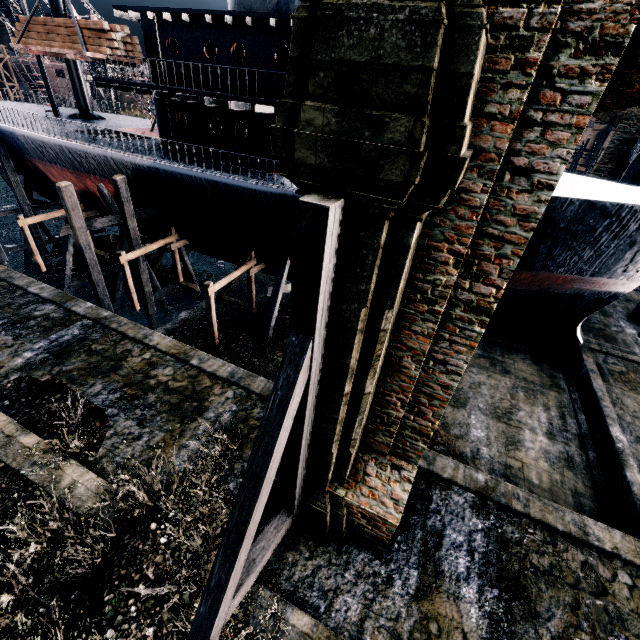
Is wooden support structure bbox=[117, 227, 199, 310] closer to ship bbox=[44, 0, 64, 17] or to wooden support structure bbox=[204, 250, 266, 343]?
ship bbox=[44, 0, 64, 17]

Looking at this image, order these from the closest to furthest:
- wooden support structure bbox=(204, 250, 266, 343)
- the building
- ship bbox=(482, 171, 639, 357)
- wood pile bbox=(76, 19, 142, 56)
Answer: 1. the building
2. ship bbox=(482, 171, 639, 357)
3. wood pile bbox=(76, 19, 142, 56)
4. wooden support structure bbox=(204, 250, 266, 343)

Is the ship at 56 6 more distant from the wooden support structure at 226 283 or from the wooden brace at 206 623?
the wooden brace at 206 623

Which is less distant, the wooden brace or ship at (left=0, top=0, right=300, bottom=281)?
the wooden brace

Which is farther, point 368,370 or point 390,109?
point 368,370

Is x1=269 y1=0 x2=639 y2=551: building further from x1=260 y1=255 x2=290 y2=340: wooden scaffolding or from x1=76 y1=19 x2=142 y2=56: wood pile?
x1=76 y1=19 x2=142 y2=56: wood pile

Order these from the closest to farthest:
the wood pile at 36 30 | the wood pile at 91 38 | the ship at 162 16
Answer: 1. the ship at 162 16
2. the wood pile at 91 38
3. the wood pile at 36 30

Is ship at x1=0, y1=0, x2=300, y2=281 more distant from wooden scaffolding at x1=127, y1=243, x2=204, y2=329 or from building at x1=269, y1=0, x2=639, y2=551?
building at x1=269, y1=0, x2=639, y2=551
